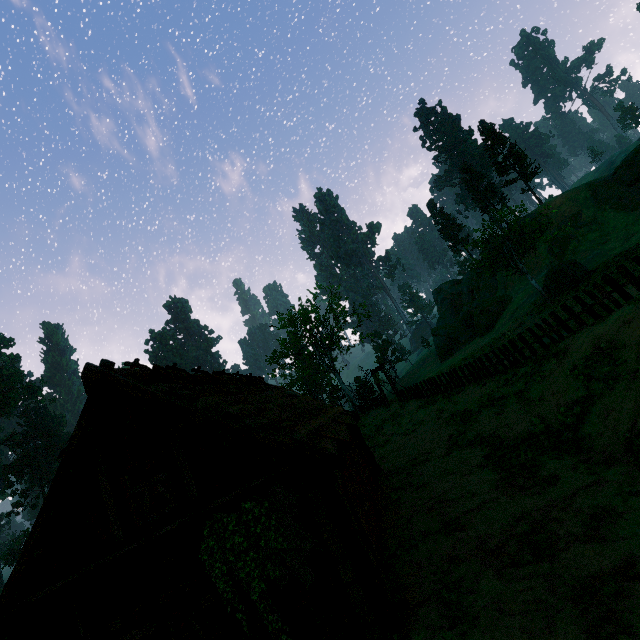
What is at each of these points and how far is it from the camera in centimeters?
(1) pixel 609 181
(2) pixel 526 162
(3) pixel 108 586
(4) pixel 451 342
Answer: (1) rock, 3741cm
(2) treerock, 4750cm
(3) building, 724cm
(4) rock, 4819cm

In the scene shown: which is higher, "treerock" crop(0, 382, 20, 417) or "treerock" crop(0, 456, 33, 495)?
"treerock" crop(0, 382, 20, 417)

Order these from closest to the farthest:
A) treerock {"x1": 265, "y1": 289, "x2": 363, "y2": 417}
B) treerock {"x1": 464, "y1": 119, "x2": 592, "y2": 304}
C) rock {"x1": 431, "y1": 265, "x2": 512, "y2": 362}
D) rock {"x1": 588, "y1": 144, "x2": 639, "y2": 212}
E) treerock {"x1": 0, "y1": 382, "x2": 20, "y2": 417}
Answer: treerock {"x1": 464, "y1": 119, "x2": 592, "y2": 304}, rock {"x1": 588, "y1": 144, "x2": 639, "y2": 212}, treerock {"x1": 265, "y1": 289, "x2": 363, "y2": 417}, rock {"x1": 431, "y1": 265, "x2": 512, "y2": 362}, treerock {"x1": 0, "y1": 382, "x2": 20, "y2": 417}

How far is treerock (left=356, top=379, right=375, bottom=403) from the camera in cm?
3819

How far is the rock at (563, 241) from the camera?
38.6m

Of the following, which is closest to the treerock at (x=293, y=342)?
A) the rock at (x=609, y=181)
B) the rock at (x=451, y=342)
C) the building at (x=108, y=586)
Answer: the building at (x=108, y=586)

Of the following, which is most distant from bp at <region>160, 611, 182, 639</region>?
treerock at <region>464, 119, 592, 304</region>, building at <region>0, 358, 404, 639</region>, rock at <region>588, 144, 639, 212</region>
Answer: rock at <region>588, 144, 639, 212</region>

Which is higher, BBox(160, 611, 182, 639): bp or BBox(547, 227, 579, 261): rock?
BBox(547, 227, 579, 261): rock
